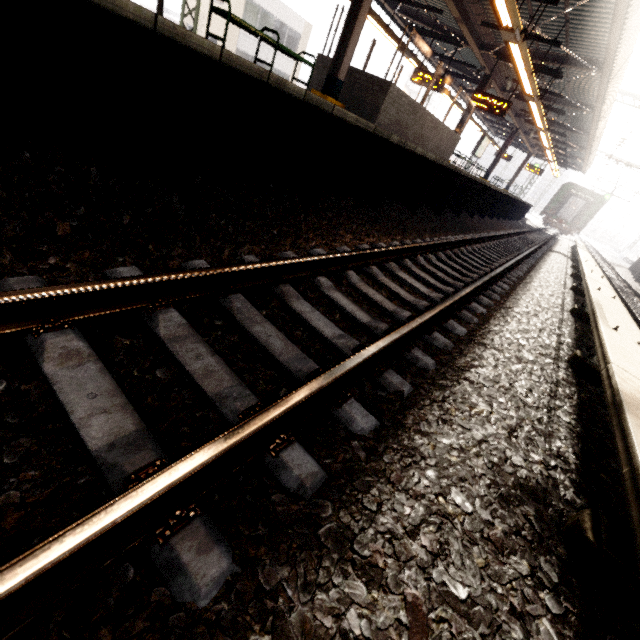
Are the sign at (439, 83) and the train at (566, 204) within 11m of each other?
no

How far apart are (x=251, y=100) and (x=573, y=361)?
4.1 meters

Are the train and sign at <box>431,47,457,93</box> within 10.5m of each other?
no

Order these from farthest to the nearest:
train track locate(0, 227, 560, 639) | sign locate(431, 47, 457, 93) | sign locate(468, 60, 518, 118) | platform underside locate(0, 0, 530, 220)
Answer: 1. sign locate(431, 47, 457, 93)
2. sign locate(468, 60, 518, 118)
3. platform underside locate(0, 0, 530, 220)
4. train track locate(0, 227, 560, 639)

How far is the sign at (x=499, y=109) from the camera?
12.12m

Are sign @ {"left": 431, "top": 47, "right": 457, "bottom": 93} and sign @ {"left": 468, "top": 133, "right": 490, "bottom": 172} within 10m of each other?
yes

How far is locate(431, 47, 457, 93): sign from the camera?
12.97m

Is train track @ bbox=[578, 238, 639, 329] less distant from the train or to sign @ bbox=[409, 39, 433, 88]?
sign @ bbox=[409, 39, 433, 88]
